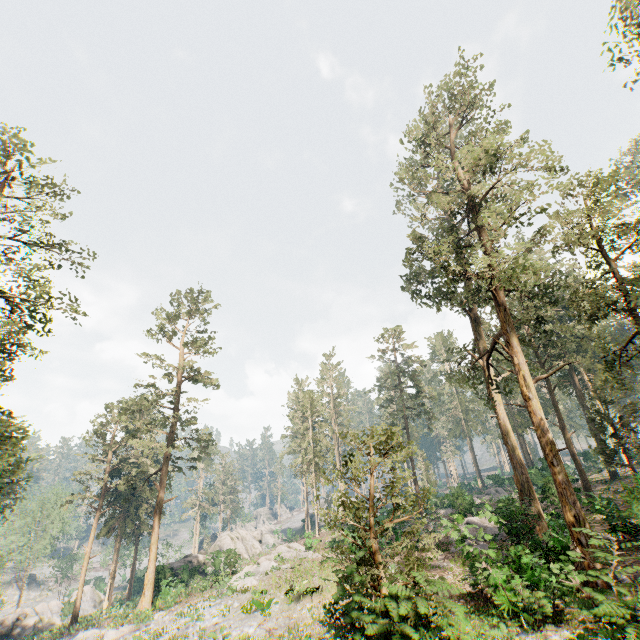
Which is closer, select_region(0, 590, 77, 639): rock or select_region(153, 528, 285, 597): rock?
select_region(153, 528, 285, 597): rock

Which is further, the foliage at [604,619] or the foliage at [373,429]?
the foliage at [373,429]

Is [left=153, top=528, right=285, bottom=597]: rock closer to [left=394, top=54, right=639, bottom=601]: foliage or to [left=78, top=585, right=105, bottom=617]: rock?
[left=394, top=54, right=639, bottom=601]: foliage

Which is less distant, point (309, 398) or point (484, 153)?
point (484, 153)

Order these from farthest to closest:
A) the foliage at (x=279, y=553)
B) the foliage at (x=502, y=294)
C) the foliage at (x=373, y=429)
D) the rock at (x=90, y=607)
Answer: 1. the rock at (x=90, y=607)
2. the foliage at (x=279, y=553)
3. the foliage at (x=502, y=294)
4. the foliage at (x=373, y=429)

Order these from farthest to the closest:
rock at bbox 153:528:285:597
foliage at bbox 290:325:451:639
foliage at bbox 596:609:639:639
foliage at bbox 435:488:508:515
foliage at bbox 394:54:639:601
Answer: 1. rock at bbox 153:528:285:597
2. foliage at bbox 435:488:508:515
3. foliage at bbox 394:54:639:601
4. foliage at bbox 290:325:451:639
5. foliage at bbox 596:609:639:639

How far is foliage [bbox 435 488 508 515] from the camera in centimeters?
3105cm
